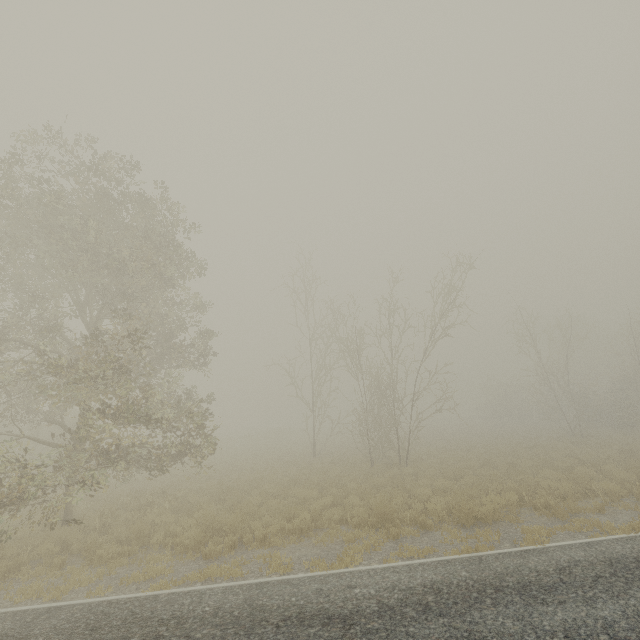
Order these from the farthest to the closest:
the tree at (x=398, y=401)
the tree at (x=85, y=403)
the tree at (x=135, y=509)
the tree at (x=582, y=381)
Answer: the tree at (x=582, y=381)
the tree at (x=398, y=401)
the tree at (x=135, y=509)
the tree at (x=85, y=403)

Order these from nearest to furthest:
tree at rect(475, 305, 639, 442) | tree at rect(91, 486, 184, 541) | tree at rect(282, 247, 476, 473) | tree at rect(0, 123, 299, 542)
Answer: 1. tree at rect(0, 123, 299, 542)
2. tree at rect(91, 486, 184, 541)
3. tree at rect(282, 247, 476, 473)
4. tree at rect(475, 305, 639, 442)

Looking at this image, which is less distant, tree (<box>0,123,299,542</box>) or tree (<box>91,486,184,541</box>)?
tree (<box>0,123,299,542</box>)

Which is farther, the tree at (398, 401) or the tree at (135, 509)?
the tree at (398, 401)

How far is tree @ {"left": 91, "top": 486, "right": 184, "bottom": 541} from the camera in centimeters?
1092cm

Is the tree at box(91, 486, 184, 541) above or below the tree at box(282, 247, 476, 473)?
below

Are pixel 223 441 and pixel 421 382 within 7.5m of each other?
no
